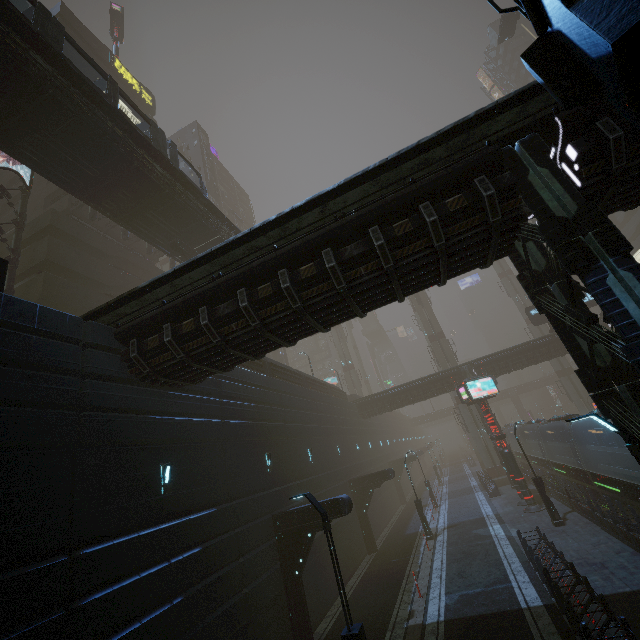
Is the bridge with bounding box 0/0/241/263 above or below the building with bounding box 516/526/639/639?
above

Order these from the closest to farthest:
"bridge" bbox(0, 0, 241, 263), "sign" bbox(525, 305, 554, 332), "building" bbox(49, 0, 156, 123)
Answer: "bridge" bbox(0, 0, 241, 263)
"sign" bbox(525, 305, 554, 332)
"building" bbox(49, 0, 156, 123)

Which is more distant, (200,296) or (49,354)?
(200,296)

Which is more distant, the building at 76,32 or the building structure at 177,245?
the building at 76,32

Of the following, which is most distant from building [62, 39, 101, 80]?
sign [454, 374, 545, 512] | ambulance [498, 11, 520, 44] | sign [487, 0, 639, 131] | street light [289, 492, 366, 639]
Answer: ambulance [498, 11, 520, 44]

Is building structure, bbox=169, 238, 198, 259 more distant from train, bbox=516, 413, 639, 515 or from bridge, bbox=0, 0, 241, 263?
train, bbox=516, 413, 639, 515

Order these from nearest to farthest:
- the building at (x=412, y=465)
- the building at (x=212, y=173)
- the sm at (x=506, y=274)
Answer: the building at (x=412, y=465)
the building at (x=212, y=173)
the sm at (x=506, y=274)

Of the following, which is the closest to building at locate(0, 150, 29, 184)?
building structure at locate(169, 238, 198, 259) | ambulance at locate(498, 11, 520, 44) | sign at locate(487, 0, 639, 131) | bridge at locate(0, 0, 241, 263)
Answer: sign at locate(487, 0, 639, 131)
